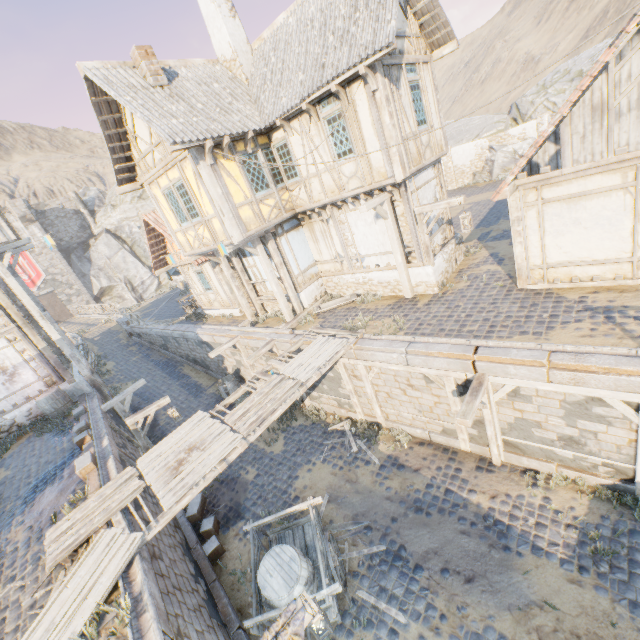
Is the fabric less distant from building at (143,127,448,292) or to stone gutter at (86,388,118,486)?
stone gutter at (86,388,118,486)

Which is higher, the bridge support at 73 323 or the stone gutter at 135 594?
the bridge support at 73 323

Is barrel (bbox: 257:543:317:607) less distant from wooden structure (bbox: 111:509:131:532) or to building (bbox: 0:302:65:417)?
wooden structure (bbox: 111:509:131:532)

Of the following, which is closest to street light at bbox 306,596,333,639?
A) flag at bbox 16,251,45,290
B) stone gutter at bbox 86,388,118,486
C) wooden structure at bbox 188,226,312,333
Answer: wooden structure at bbox 188,226,312,333

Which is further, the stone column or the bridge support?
the bridge support

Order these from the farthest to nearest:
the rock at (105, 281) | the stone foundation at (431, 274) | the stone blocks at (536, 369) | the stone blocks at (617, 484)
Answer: the rock at (105, 281)
the stone foundation at (431, 274)
the stone blocks at (617, 484)
the stone blocks at (536, 369)

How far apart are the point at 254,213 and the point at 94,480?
9.15m

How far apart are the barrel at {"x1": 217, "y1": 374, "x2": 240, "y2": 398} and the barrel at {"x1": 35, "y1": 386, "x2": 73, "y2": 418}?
5.9m
